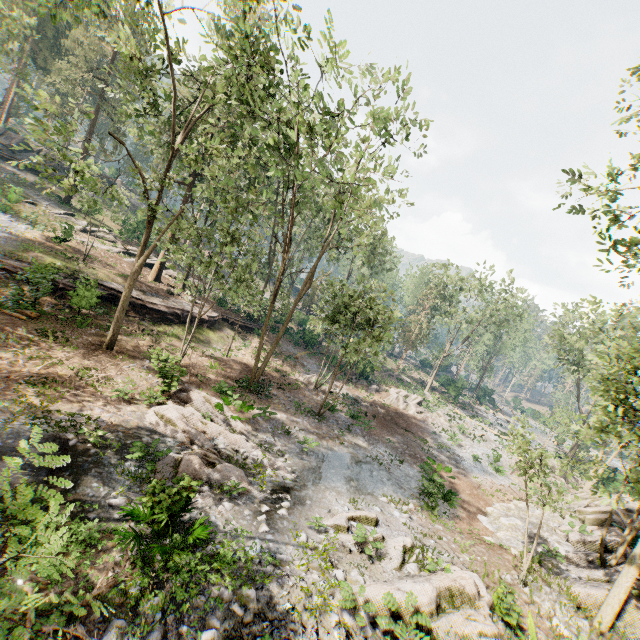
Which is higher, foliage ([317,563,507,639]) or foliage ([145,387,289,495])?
foliage ([317,563,507,639])

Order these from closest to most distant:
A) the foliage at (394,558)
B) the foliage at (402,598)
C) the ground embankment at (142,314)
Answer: the foliage at (402,598) < the foliage at (394,558) < the ground embankment at (142,314)

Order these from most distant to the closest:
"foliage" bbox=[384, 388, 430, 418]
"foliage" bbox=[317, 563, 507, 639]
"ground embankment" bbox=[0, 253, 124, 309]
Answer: "foliage" bbox=[384, 388, 430, 418] → "ground embankment" bbox=[0, 253, 124, 309] → "foliage" bbox=[317, 563, 507, 639]

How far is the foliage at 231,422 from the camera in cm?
1102

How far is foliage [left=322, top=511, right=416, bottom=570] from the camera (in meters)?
10.53

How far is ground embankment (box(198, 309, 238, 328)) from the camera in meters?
28.5 m

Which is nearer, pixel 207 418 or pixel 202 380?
pixel 207 418

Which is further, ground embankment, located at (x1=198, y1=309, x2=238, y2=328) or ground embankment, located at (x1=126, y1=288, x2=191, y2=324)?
ground embankment, located at (x1=198, y1=309, x2=238, y2=328)
